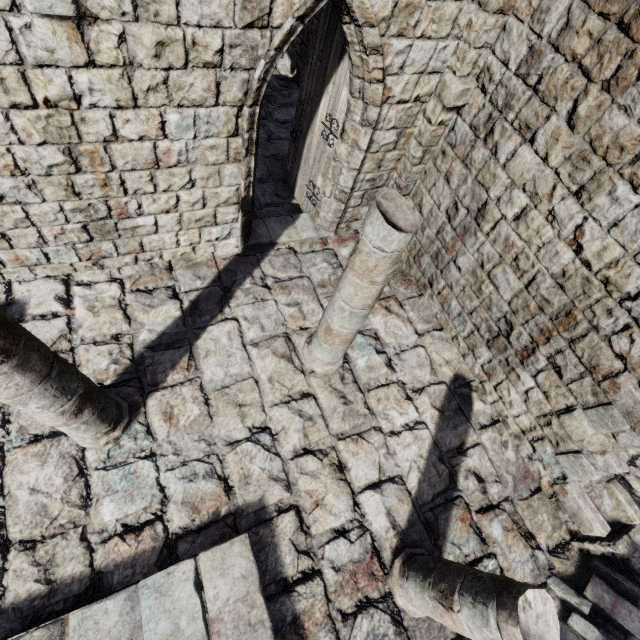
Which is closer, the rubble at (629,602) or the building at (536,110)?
the building at (536,110)

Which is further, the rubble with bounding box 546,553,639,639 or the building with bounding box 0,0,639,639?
the rubble with bounding box 546,553,639,639

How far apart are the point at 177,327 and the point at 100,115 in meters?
3.1
